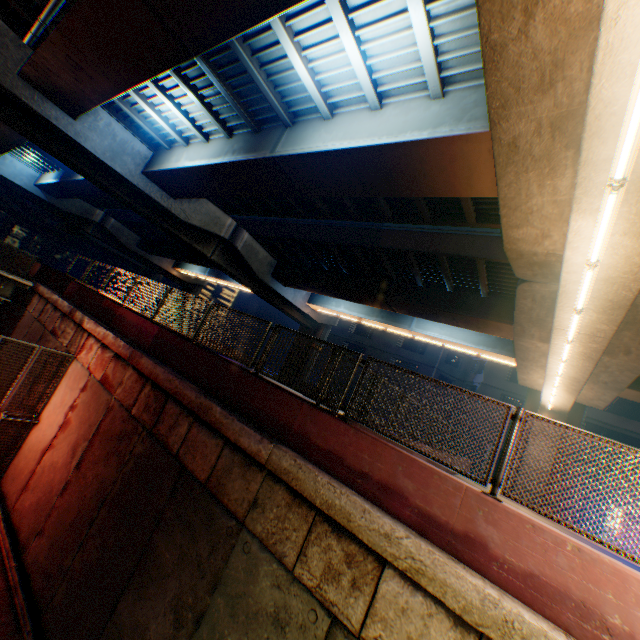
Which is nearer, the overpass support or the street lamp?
the street lamp

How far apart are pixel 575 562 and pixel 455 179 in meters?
8.1 m

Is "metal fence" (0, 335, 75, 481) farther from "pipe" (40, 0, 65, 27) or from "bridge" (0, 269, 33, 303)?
"pipe" (40, 0, 65, 27)

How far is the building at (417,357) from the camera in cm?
3331

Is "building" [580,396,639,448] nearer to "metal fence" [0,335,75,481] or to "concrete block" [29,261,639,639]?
"concrete block" [29,261,639,639]

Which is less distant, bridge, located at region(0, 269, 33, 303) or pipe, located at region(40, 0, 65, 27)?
pipe, located at region(40, 0, 65, 27)

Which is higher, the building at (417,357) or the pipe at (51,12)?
the building at (417,357)

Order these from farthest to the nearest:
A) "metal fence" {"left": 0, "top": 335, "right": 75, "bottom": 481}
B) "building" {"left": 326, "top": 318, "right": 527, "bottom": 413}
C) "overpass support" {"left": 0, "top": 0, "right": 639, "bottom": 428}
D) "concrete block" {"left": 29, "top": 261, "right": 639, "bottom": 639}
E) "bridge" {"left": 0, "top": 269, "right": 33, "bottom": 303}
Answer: "building" {"left": 326, "top": 318, "right": 527, "bottom": 413} → "bridge" {"left": 0, "top": 269, "right": 33, "bottom": 303} → "metal fence" {"left": 0, "top": 335, "right": 75, "bottom": 481} → "overpass support" {"left": 0, "top": 0, "right": 639, "bottom": 428} → "concrete block" {"left": 29, "top": 261, "right": 639, "bottom": 639}
